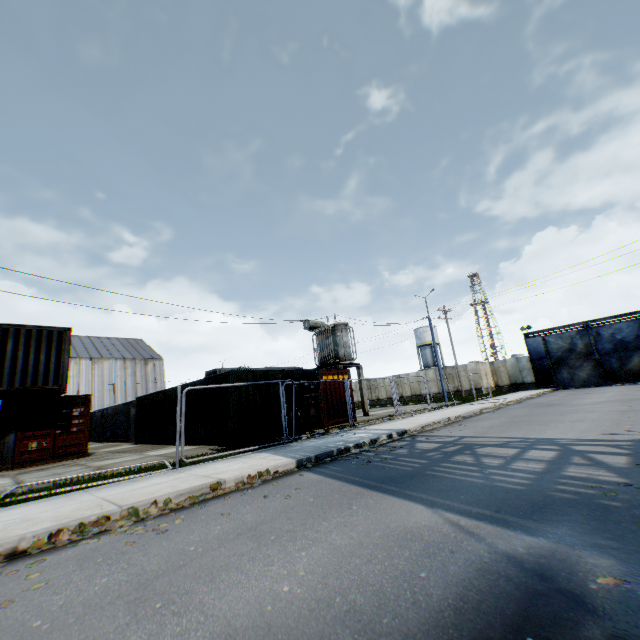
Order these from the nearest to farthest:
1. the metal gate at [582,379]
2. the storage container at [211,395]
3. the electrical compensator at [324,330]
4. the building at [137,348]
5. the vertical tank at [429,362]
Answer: the storage container at [211,395]
the electrical compensator at [324,330]
the metal gate at [582,379]
the building at [137,348]
the vertical tank at [429,362]

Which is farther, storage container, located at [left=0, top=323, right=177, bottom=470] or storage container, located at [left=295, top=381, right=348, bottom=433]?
storage container, located at [left=295, top=381, right=348, bottom=433]

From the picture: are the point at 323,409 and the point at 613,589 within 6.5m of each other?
no

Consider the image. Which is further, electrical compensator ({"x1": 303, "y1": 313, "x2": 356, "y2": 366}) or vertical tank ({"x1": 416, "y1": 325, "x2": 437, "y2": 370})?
vertical tank ({"x1": 416, "y1": 325, "x2": 437, "y2": 370})

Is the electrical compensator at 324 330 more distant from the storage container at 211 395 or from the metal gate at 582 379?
the metal gate at 582 379

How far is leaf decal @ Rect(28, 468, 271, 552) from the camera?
4.6 meters

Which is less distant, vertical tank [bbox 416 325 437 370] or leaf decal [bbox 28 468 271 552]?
leaf decal [bbox 28 468 271 552]

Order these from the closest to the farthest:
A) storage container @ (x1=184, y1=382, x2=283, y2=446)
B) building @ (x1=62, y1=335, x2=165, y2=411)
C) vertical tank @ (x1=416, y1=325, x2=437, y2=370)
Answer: storage container @ (x1=184, y1=382, x2=283, y2=446)
building @ (x1=62, y1=335, x2=165, y2=411)
vertical tank @ (x1=416, y1=325, x2=437, y2=370)
